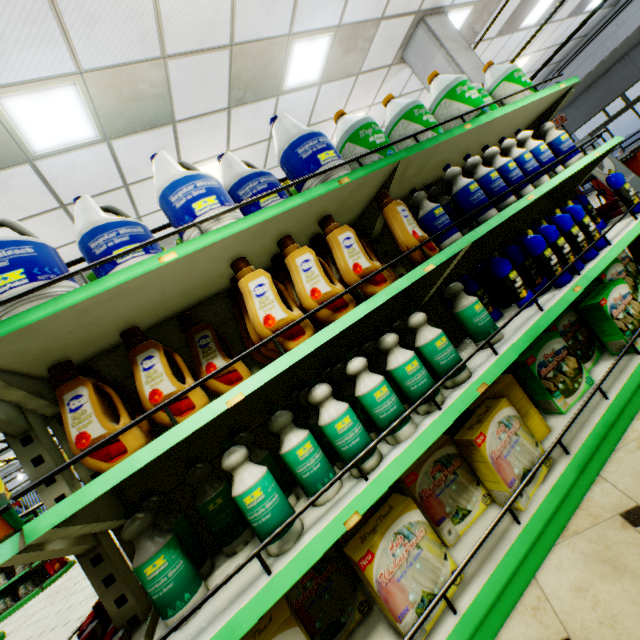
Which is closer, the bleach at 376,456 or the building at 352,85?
the bleach at 376,456

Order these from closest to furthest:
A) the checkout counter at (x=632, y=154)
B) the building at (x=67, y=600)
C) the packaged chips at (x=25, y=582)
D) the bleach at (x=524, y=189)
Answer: the bleach at (x=524, y=189) < the building at (x=67, y=600) < the checkout counter at (x=632, y=154) < the packaged chips at (x=25, y=582)

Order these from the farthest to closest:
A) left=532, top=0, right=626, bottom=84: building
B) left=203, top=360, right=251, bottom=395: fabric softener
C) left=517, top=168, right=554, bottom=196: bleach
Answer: left=532, top=0, right=626, bottom=84: building, left=517, top=168, right=554, bottom=196: bleach, left=203, top=360, right=251, bottom=395: fabric softener

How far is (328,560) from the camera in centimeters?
149cm

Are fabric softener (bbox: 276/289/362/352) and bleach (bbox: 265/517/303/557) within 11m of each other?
yes

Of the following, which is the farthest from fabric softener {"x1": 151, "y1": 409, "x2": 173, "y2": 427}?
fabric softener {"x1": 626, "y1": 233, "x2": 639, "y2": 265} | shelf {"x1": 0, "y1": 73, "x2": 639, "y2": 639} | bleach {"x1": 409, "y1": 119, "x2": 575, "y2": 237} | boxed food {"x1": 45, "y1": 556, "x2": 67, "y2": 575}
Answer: boxed food {"x1": 45, "y1": 556, "x2": 67, "y2": 575}

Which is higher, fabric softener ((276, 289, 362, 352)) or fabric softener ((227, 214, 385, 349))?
fabric softener ((227, 214, 385, 349))

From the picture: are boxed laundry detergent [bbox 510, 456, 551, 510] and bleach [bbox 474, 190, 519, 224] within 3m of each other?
yes
